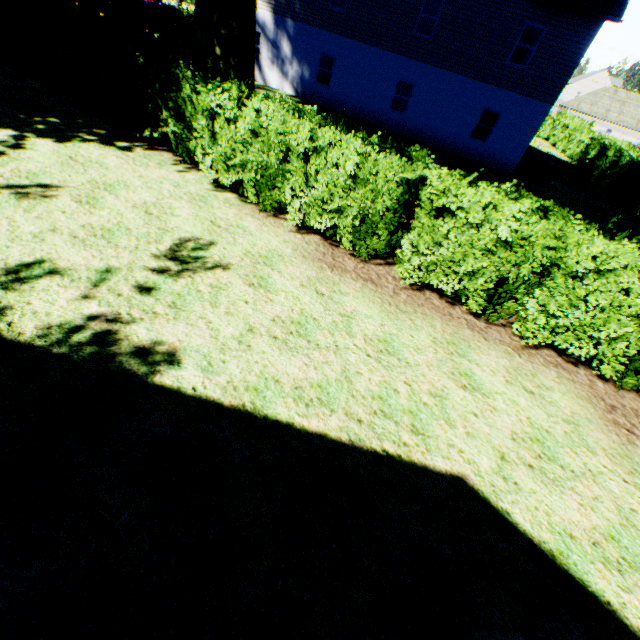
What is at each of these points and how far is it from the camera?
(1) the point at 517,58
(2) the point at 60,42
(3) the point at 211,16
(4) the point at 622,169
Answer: (1) curtain, 22.9 meters
(2) hedge, 9.8 meters
(3) plant, 9.6 meters
(4) hedge, 21.9 meters

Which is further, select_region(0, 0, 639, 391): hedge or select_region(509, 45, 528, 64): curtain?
select_region(509, 45, 528, 64): curtain

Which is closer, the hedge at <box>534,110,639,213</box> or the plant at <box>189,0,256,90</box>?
the plant at <box>189,0,256,90</box>

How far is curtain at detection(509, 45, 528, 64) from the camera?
22.5 meters

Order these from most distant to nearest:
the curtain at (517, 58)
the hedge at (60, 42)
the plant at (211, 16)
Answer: the curtain at (517, 58)
the plant at (211, 16)
the hedge at (60, 42)

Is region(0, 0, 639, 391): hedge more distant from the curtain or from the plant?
the curtain

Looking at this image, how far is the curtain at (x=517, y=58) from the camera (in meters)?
22.48
